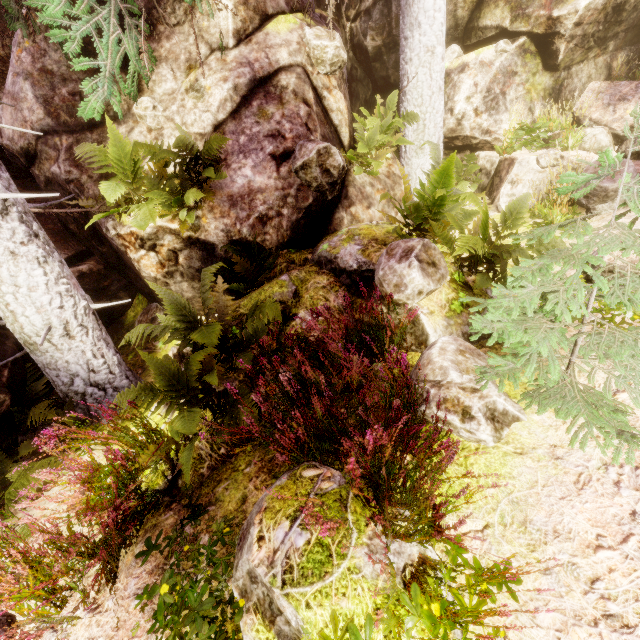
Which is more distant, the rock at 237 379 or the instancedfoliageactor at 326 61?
the instancedfoliageactor at 326 61

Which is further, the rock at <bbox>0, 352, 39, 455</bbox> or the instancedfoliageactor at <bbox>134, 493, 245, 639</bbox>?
the rock at <bbox>0, 352, 39, 455</bbox>

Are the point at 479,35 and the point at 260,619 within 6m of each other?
no

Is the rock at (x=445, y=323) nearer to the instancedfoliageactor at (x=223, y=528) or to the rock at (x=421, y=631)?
the instancedfoliageactor at (x=223, y=528)

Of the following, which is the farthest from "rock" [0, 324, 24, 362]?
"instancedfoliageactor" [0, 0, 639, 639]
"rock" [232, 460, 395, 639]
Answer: "rock" [232, 460, 395, 639]

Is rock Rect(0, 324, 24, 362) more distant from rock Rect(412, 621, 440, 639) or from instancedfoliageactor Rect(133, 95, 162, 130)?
rock Rect(412, 621, 440, 639)
